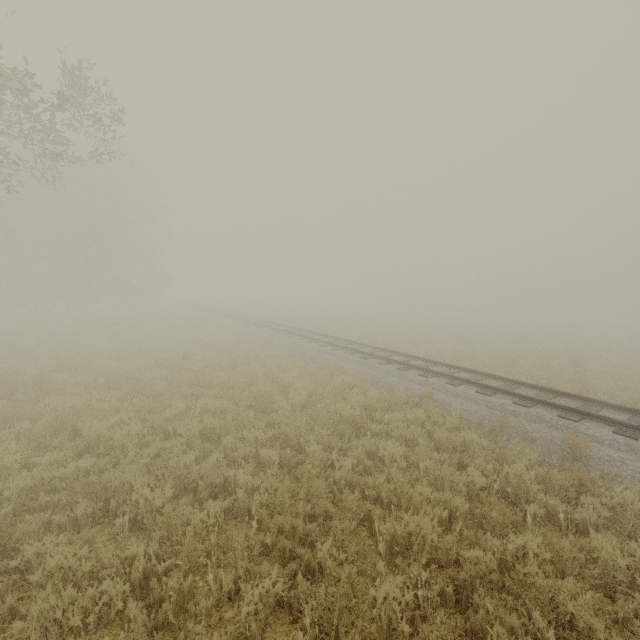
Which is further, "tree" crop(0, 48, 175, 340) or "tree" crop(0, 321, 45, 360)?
"tree" crop(0, 321, 45, 360)

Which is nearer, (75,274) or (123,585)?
(123,585)

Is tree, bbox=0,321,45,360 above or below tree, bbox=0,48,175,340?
below

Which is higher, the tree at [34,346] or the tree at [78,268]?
the tree at [78,268]

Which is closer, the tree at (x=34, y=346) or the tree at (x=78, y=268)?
the tree at (x=78, y=268)
